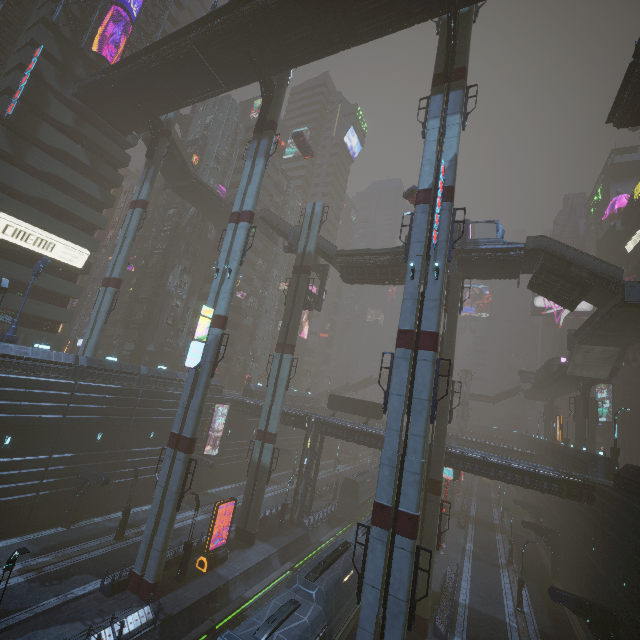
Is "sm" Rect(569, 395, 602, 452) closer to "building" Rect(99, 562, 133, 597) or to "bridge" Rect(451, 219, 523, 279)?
"building" Rect(99, 562, 133, 597)

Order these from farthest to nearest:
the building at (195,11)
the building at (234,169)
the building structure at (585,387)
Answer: the building at (234,169) → the building at (195,11) → the building structure at (585,387)

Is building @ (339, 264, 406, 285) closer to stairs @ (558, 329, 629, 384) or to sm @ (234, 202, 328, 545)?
sm @ (234, 202, 328, 545)

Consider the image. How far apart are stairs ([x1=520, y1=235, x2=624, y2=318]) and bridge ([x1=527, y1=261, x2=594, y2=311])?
0.01m

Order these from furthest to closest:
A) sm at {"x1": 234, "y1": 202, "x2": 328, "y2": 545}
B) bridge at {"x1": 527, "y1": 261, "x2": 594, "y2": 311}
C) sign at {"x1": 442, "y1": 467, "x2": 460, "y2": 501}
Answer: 1. sign at {"x1": 442, "y1": 467, "x2": 460, "y2": 501}
2. sm at {"x1": 234, "y1": 202, "x2": 328, "y2": 545}
3. bridge at {"x1": 527, "y1": 261, "x2": 594, "y2": 311}

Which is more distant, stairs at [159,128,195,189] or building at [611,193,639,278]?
building at [611,193,639,278]

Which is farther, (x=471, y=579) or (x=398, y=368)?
(x=471, y=579)

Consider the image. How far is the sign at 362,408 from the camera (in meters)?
40.59
